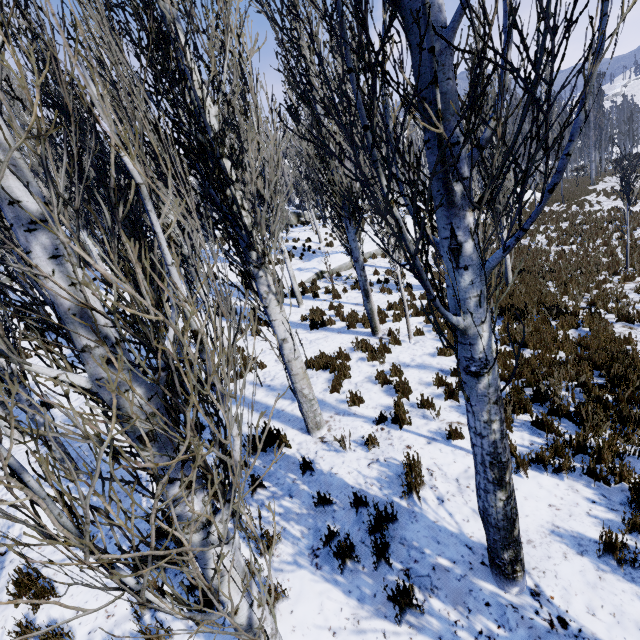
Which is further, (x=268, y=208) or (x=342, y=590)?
A: (x=268, y=208)

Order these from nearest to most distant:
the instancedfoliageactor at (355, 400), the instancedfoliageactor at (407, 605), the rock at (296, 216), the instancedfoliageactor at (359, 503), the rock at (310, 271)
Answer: the instancedfoliageactor at (407, 605), the instancedfoliageactor at (359, 503), the instancedfoliageactor at (355, 400), the rock at (310, 271), the rock at (296, 216)

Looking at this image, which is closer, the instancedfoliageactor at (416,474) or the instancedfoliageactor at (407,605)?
the instancedfoliageactor at (407,605)

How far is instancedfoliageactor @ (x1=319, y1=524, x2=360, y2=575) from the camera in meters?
3.5

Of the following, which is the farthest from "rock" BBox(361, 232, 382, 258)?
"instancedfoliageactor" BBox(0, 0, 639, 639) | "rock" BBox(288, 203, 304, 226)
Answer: "rock" BBox(288, 203, 304, 226)

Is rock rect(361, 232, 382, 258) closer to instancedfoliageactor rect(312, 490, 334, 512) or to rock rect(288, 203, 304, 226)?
instancedfoliageactor rect(312, 490, 334, 512)

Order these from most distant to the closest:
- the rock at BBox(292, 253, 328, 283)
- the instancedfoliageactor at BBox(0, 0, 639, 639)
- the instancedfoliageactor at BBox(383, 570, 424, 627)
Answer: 1. the rock at BBox(292, 253, 328, 283)
2. the instancedfoliageactor at BBox(383, 570, 424, 627)
3. the instancedfoliageactor at BBox(0, 0, 639, 639)
